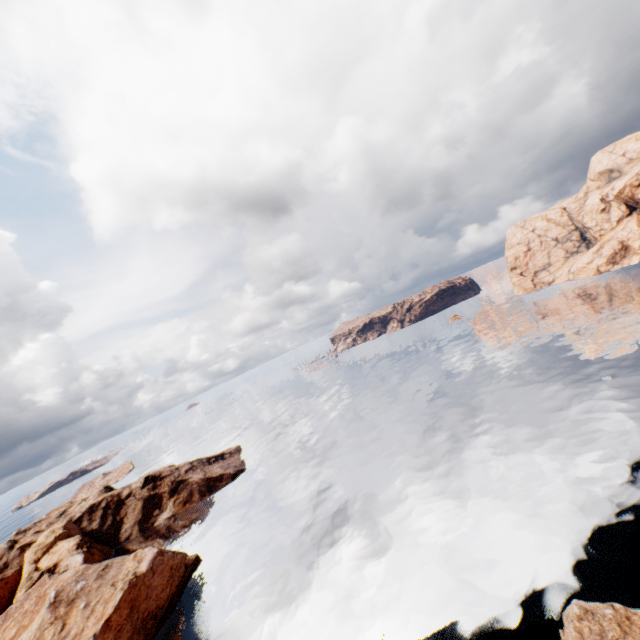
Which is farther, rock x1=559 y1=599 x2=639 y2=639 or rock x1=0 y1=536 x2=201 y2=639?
rock x1=0 y1=536 x2=201 y2=639

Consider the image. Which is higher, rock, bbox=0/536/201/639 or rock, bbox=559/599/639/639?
rock, bbox=0/536/201/639

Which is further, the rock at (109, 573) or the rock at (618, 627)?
the rock at (109, 573)

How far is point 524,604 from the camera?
23.9m

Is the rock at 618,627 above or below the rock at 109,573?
below
